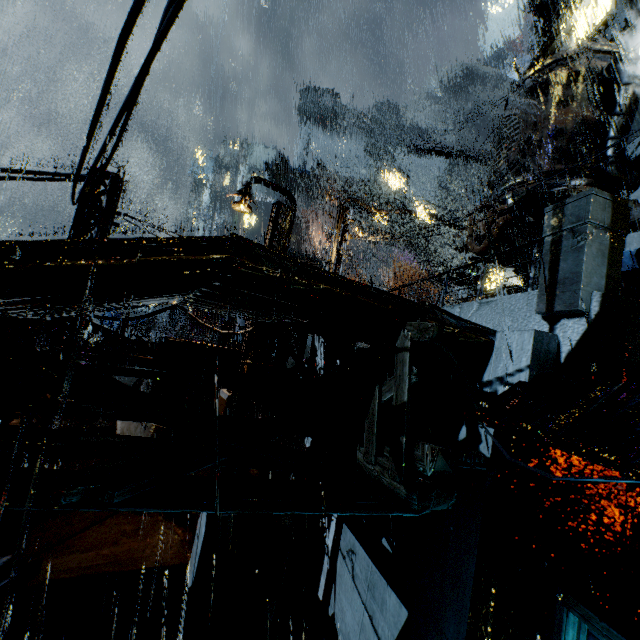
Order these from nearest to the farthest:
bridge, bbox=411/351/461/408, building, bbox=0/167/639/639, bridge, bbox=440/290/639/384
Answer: building, bbox=0/167/639/639 < bridge, bbox=440/290/639/384 < bridge, bbox=411/351/461/408

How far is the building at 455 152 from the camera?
37.2m

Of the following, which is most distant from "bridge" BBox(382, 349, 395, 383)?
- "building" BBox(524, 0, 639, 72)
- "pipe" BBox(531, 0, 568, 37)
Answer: "pipe" BBox(531, 0, 568, 37)

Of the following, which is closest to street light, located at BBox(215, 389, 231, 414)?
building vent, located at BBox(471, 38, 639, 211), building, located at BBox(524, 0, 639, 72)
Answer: building, located at BBox(524, 0, 639, 72)

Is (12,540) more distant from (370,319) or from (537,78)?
(537,78)

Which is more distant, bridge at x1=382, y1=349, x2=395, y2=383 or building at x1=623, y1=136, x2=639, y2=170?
A: building at x1=623, y1=136, x2=639, y2=170

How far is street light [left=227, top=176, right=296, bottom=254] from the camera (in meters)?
13.62

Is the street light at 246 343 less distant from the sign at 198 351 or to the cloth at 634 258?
the sign at 198 351
